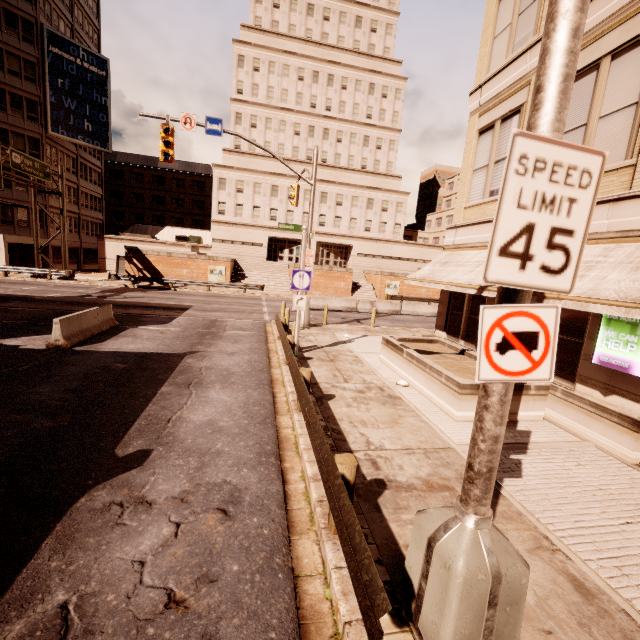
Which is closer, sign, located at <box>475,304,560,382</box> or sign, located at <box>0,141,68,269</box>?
sign, located at <box>475,304,560,382</box>

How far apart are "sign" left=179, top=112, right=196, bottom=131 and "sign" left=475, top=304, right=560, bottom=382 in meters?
16.8 m

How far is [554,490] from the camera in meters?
5.4

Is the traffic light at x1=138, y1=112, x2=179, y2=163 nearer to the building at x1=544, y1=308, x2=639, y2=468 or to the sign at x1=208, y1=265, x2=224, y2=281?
the building at x1=544, y1=308, x2=639, y2=468

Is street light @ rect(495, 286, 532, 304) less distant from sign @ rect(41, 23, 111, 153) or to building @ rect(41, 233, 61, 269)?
building @ rect(41, 233, 61, 269)

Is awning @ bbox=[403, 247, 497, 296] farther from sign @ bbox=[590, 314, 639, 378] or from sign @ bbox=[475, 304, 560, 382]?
sign @ bbox=[475, 304, 560, 382]

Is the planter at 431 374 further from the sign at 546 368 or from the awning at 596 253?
the sign at 546 368

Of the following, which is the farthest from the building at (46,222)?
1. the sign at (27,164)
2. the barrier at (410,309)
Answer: the barrier at (410,309)
